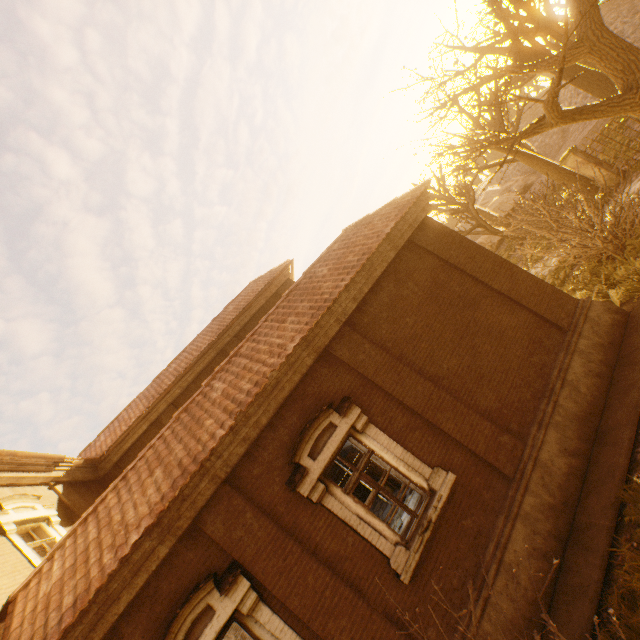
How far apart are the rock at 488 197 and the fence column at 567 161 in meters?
29.6

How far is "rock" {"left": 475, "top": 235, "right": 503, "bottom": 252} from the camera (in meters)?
33.62

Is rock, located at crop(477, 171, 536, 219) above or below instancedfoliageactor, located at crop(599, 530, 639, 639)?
above

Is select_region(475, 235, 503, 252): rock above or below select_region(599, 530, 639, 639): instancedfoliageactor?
above

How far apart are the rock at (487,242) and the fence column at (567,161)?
19.6m

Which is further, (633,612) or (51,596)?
(51,596)

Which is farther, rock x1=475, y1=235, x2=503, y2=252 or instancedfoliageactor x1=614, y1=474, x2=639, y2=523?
rock x1=475, y1=235, x2=503, y2=252

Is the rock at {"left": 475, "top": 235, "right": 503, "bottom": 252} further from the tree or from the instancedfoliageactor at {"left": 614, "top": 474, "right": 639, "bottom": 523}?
the instancedfoliageactor at {"left": 614, "top": 474, "right": 639, "bottom": 523}
